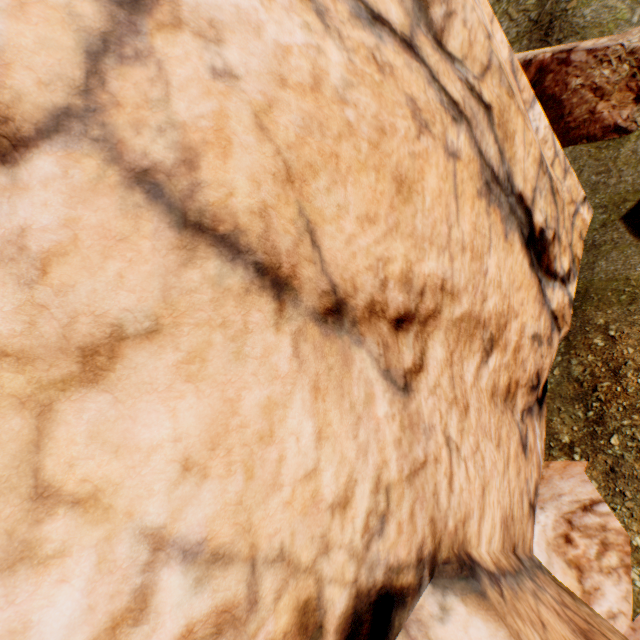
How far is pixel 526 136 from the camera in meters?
6.5 m
